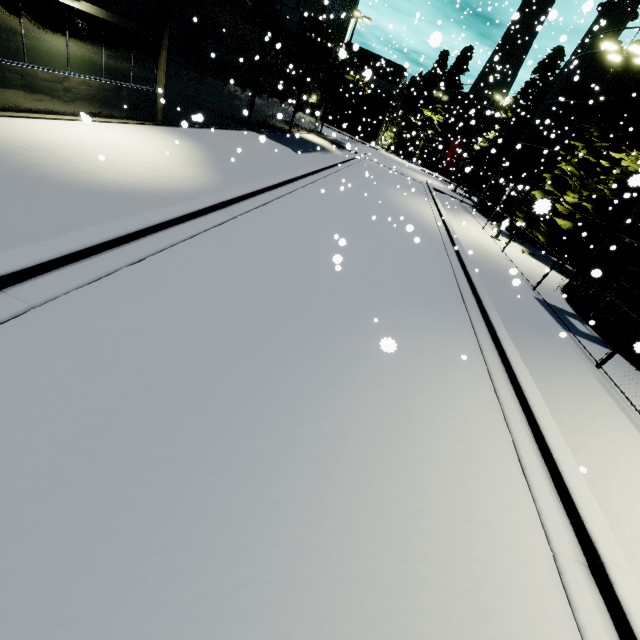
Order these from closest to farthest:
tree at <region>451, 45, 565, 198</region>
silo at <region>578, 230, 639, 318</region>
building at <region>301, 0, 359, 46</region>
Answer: silo at <region>578, 230, 639, 318</region> → building at <region>301, 0, 359, 46</region> → tree at <region>451, 45, 565, 198</region>

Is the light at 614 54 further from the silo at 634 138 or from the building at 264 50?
the building at 264 50

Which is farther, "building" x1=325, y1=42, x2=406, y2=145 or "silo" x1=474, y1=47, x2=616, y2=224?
"building" x1=325, y1=42, x2=406, y2=145

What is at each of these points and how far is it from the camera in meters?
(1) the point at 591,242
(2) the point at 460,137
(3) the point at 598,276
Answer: (1) tree, 18.2
(2) silo, 52.9
(3) silo, 5.8

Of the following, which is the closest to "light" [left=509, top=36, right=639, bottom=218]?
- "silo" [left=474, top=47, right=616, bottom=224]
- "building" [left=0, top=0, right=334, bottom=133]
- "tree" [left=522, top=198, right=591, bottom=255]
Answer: "silo" [left=474, top=47, right=616, bottom=224]

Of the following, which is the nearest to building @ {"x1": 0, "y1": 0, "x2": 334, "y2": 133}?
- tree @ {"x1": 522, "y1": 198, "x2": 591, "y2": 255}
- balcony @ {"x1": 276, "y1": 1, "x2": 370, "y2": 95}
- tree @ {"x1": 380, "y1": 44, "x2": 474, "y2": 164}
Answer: balcony @ {"x1": 276, "y1": 1, "x2": 370, "y2": 95}

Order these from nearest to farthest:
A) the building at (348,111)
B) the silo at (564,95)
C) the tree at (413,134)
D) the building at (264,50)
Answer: the building at (264,50), the silo at (564,95), the building at (348,111), the tree at (413,134)

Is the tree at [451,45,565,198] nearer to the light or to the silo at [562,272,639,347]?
the silo at [562,272,639,347]
